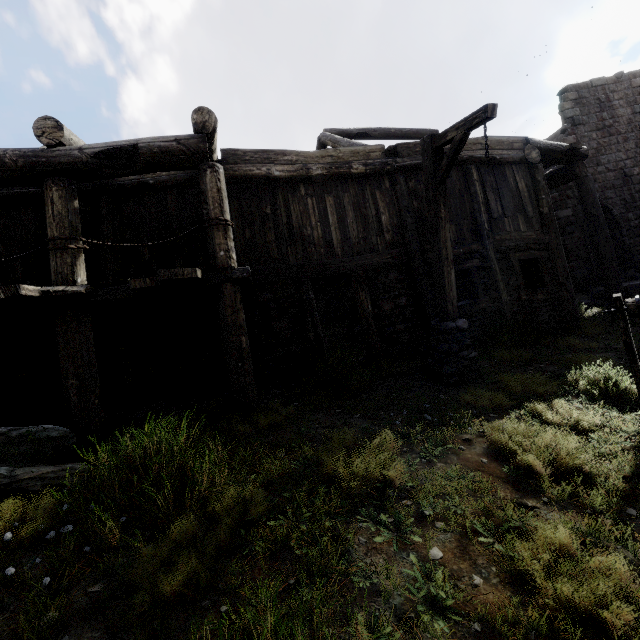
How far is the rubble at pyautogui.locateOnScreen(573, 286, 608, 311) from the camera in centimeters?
1253cm

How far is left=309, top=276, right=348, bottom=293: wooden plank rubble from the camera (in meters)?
12.62

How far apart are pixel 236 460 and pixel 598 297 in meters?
16.7

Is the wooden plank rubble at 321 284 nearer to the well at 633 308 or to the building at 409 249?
the building at 409 249

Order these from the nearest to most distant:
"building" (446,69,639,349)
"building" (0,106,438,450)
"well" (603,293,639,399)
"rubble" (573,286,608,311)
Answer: "well" (603,293,639,399)
"building" (0,106,438,450)
"building" (446,69,639,349)
"rubble" (573,286,608,311)

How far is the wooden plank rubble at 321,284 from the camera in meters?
12.6 m

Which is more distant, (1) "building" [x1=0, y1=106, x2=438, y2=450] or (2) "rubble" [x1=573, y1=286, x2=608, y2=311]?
(2) "rubble" [x1=573, y1=286, x2=608, y2=311]

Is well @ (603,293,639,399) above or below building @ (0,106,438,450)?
below
